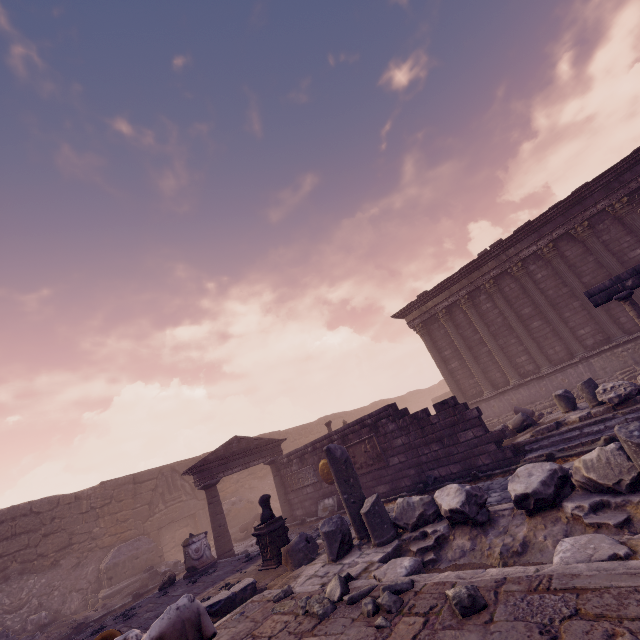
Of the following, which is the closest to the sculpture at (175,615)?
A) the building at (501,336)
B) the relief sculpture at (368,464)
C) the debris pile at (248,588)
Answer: the debris pile at (248,588)

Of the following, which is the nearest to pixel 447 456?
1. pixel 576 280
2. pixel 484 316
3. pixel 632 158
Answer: pixel 484 316

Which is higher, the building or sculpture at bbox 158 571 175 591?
the building

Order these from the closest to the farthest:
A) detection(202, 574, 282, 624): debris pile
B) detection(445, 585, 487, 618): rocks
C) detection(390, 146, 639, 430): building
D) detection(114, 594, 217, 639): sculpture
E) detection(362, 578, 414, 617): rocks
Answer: detection(114, 594, 217, 639): sculpture < detection(445, 585, 487, 618): rocks < detection(362, 578, 414, 617): rocks < detection(202, 574, 282, 624): debris pile < detection(390, 146, 639, 430): building

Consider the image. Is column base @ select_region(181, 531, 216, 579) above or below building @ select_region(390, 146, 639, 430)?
below

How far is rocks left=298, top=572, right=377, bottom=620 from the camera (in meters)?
3.61

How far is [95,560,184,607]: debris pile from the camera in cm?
1289

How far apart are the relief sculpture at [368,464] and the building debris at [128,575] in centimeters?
1023cm
